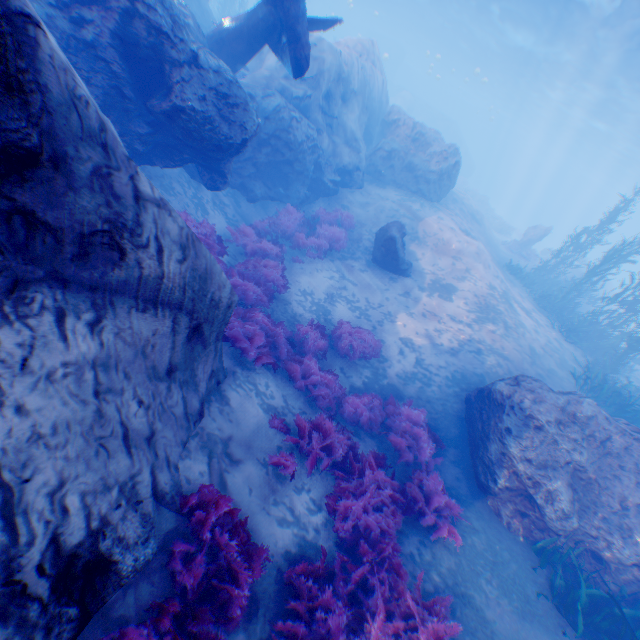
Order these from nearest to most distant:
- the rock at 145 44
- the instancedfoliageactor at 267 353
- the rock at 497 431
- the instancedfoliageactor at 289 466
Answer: the rock at 145 44, the instancedfoliageactor at 267 353, the instancedfoliageactor at 289 466, the rock at 497 431

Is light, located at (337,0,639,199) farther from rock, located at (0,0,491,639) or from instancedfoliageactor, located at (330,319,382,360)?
instancedfoliageactor, located at (330,319,382,360)

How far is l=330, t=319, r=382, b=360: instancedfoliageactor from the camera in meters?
9.3 m

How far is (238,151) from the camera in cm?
859

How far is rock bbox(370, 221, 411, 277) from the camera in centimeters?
1146cm

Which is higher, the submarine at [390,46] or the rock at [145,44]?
the submarine at [390,46]

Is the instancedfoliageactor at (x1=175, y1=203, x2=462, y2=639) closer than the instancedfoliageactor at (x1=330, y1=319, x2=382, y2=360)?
Yes

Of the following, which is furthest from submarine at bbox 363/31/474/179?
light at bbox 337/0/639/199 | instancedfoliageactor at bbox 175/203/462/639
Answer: instancedfoliageactor at bbox 175/203/462/639
